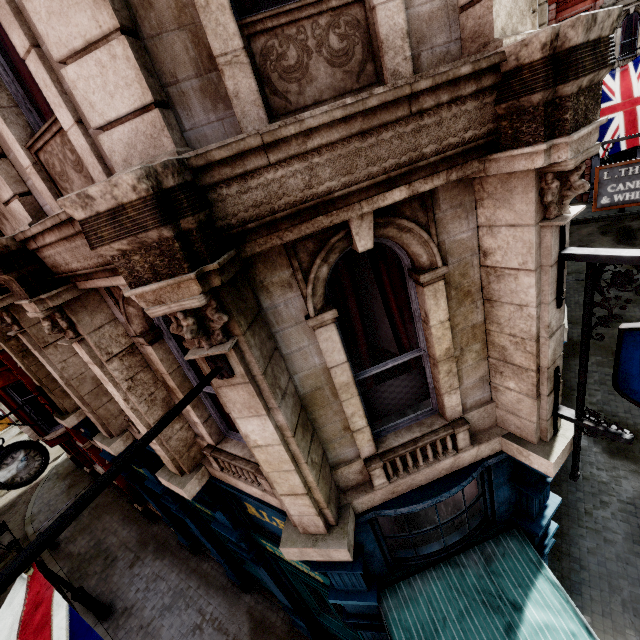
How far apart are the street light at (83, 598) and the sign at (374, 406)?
10.04m

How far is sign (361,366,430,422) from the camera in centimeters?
366cm

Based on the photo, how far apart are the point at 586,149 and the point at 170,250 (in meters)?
A: 2.94

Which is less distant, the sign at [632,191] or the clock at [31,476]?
the clock at [31,476]

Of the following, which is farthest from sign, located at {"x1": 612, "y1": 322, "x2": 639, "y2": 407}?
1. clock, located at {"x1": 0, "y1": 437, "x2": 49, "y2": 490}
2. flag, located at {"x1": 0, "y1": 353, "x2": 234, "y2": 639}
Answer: clock, located at {"x1": 0, "y1": 437, "x2": 49, "y2": 490}

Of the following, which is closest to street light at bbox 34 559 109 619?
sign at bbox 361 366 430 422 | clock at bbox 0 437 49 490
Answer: clock at bbox 0 437 49 490

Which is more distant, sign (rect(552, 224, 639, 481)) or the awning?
the awning

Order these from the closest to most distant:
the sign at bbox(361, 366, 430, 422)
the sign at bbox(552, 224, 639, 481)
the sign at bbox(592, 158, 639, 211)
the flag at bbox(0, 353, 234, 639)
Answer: the flag at bbox(0, 353, 234, 639), the sign at bbox(552, 224, 639, 481), the sign at bbox(361, 366, 430, 422), the sign at bbox(592, 158, 639, 211)
